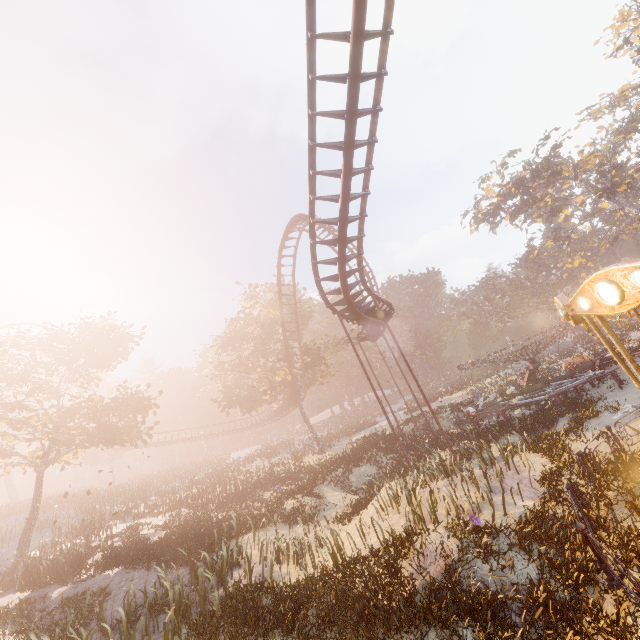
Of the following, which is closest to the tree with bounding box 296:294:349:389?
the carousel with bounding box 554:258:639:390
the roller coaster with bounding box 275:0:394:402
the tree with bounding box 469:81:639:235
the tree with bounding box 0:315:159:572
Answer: the roller coaster with bounding box 275:0:394:402

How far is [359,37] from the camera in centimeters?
798cm

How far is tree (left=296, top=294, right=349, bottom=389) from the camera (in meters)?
34.18

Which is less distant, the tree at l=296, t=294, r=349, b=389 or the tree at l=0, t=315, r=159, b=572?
the tree at l=0, t=315, r=159, b=572

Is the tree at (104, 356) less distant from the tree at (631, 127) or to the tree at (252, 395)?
the tree at (252, 395)

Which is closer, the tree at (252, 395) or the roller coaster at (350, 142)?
the roller coaster at (350, 142)

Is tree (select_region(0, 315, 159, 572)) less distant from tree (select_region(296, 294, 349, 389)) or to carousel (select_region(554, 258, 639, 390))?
tree (select_region(296, 294, 349, 389))
